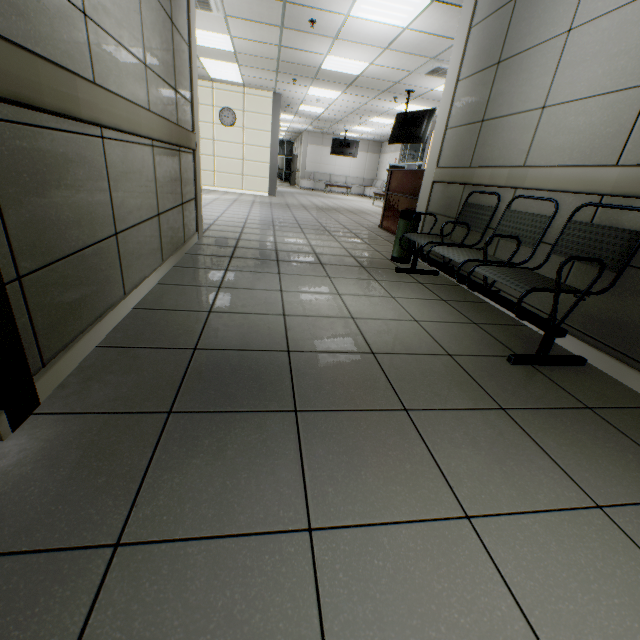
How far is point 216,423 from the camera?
1.2 meters

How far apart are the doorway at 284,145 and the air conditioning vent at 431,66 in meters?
21.3 m

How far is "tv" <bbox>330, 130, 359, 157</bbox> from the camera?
17.4m

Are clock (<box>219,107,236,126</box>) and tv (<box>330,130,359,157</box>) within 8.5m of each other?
yes

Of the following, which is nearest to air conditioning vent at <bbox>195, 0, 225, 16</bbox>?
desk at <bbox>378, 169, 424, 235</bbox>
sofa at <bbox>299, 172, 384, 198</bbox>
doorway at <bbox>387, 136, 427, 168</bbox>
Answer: desk at <bbox>378, 169, 424, 235</bbox>

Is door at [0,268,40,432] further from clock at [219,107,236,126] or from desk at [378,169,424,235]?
clock at [219,107,236,126]

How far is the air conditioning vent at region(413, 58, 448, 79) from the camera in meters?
6.4

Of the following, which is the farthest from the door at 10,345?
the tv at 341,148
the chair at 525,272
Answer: the tv at 341,148
